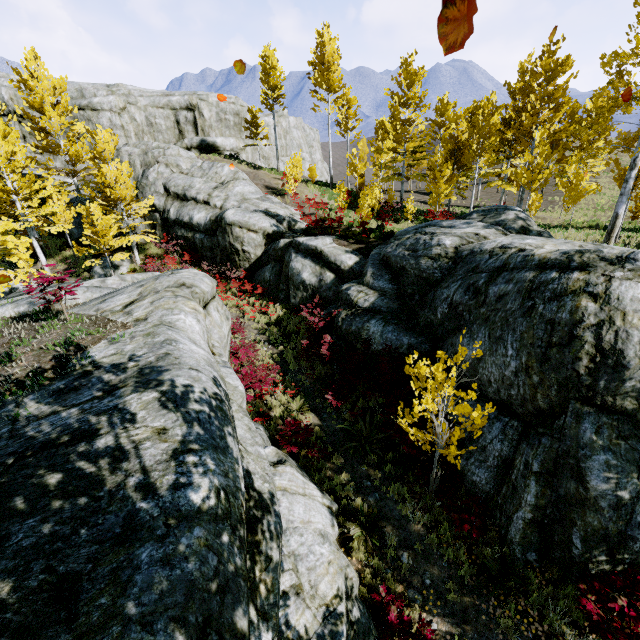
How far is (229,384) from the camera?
5.7m

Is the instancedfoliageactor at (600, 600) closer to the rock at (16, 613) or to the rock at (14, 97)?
the rock at (16, 613)

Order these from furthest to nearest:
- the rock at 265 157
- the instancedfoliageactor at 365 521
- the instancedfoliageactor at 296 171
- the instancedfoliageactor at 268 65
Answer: the rock at 265 157 < the instancedfoliageactor at 268 65 < the instancedfoliageactor at 296 171 < the instancedfoliageactor at 365 521

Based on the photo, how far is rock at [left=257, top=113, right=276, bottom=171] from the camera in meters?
38.3 m

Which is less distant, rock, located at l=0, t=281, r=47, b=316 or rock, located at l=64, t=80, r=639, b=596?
rock, located at l=64, t=80, r=639, b=596

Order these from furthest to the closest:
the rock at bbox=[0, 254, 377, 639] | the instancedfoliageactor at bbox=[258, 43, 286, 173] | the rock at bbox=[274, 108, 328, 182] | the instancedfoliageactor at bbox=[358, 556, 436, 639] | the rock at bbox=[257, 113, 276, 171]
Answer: the rock at bbox=[274, 108, 328, 182] < the rock at bbox=[257, 113, 276, 171] < the instancedfoliageactor at bbox=[258, 43, 286, 173] < the instancedfoliageactor at bbox=[358, 556, 436, 639] < the rock at bbox=[0, 254, 377, 639]

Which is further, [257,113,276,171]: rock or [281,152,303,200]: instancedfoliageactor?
[257,113,276,171]: rock

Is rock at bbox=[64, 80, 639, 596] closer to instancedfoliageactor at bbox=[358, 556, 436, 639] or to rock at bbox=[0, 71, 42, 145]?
instancedfoliageactor at bbox=[358, 556, 436, 639]
